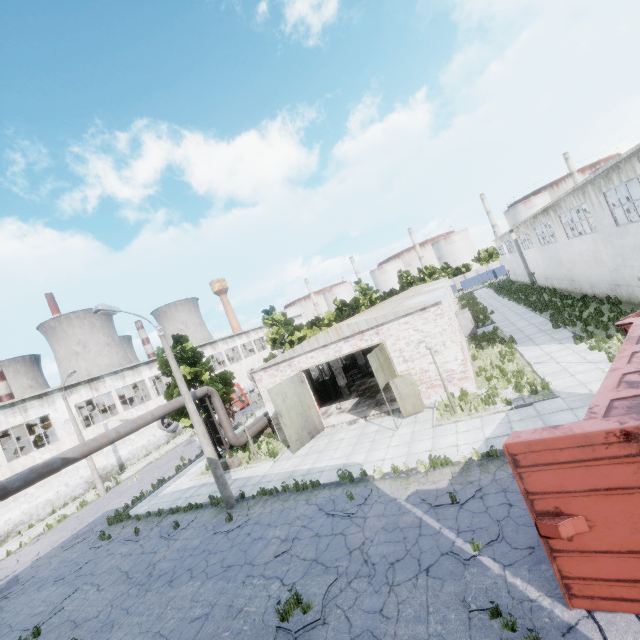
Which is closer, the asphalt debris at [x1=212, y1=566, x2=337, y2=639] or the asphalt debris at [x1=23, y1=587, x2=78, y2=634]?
the asphalt debris at [x1=212, y1=566, x2=337, y2=639]

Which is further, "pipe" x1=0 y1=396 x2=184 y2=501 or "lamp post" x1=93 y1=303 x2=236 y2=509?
"lamp post" x1=93 y1=303 x2=236 y2=509

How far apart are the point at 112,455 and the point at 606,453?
38.4m

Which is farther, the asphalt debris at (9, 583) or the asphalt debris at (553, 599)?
Answer: the asphalt debris at (9, 583)

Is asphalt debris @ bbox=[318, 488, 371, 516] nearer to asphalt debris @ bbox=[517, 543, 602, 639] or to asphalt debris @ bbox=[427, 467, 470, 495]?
asphalt debris @ bbox=[427, 467, 470, 495]

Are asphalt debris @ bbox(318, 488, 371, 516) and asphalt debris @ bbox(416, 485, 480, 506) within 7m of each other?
yes

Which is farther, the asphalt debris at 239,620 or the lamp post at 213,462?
the lamp post at 213,462

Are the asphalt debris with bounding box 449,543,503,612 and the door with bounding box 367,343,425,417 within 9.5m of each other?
yes
